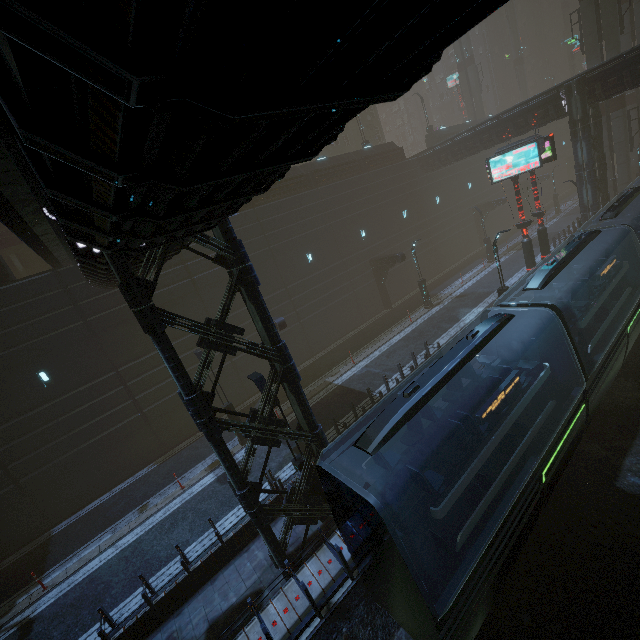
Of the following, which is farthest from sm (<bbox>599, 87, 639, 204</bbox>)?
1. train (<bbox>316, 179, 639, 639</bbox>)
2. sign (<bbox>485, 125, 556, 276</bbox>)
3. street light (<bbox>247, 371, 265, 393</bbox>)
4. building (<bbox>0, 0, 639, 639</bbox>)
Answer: train (<bbox>316, 179, 639, 639</bbox>)

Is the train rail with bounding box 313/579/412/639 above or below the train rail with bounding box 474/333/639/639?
above

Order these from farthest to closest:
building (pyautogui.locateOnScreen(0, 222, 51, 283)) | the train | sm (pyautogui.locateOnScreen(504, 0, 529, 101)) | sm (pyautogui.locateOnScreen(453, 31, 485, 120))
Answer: sm (pyautogui.locateOnScreen(504, 0, 529, 101)), sm (pyautogui.locateOnScreen(453, 31, 485, 120)), building (pyautogui.locateOnScreen(0, 222, 51, 283)), the train

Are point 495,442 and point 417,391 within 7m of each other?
yes

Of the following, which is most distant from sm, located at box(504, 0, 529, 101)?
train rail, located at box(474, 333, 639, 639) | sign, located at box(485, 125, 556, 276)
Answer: sign, located at box(485, 125, 556, 276)

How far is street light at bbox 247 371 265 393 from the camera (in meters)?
10.08

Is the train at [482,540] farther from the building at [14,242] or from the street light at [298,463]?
the street light at [298,463]

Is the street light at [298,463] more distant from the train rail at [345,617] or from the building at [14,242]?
the train rail at [345,617]
